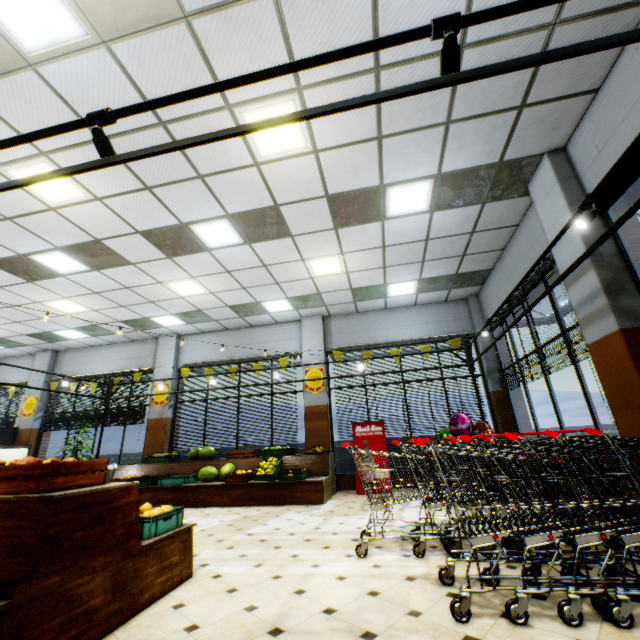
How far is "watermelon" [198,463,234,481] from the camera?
7.65m

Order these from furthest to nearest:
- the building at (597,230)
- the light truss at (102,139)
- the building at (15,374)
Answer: the building at (15,374), the building at (597,230), the light truss at (102,139)

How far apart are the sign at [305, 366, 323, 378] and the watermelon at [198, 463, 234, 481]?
2.7m

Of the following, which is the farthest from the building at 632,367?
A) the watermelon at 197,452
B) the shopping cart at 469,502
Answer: the watermelon at 197,452

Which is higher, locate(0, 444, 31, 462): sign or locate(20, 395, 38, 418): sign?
locate(20, 395, 38, 418): sign

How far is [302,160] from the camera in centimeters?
463cm

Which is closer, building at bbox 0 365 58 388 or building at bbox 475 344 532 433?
building at bbox 475 344 532 433

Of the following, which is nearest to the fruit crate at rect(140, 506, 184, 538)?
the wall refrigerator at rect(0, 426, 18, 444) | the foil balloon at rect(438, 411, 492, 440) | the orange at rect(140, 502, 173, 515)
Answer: the orange at rect(140, 502, 173, 515)
